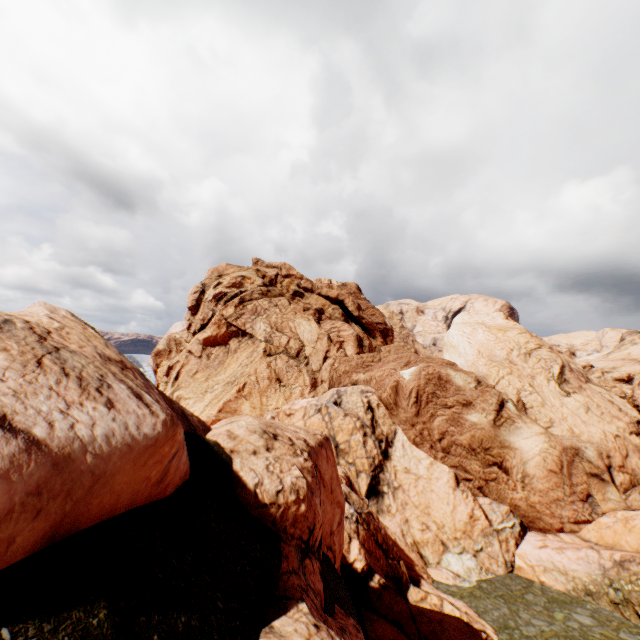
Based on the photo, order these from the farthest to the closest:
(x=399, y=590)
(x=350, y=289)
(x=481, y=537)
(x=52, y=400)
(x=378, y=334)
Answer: (x=350, y=289)
(x=378, y=334)
(x=481, y=537)
(x=399, y=590)
(x=52, y=400)
